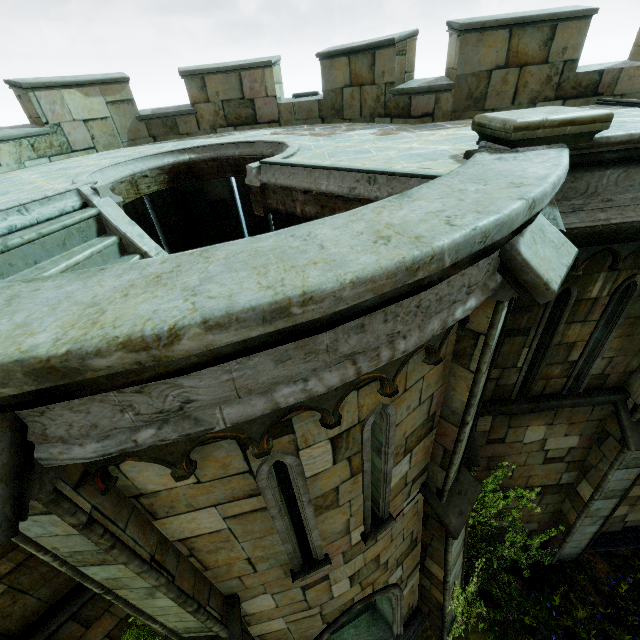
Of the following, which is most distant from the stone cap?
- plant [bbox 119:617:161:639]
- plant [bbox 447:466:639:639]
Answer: plant [bbox 119:617:161:639]

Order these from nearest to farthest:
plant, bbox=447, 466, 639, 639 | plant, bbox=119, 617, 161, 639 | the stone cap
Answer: the stone cap, plant, bbox=119, 617, 161, 639, plant, bbox=447, 466, 639, 639

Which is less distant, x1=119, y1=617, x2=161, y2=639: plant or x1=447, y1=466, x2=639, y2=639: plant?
x1=119, y1=617, x2=161, y2=639: plant

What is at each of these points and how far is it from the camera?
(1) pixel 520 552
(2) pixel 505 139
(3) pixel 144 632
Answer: (1) plant, 8.5m
(2) stone cap, 3.3m
(3) plant, 5.3m

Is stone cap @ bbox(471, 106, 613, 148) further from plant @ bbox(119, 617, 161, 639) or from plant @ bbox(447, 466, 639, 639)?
plant @ bbox(119, 617, 161, 639)

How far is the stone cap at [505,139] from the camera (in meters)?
3.12

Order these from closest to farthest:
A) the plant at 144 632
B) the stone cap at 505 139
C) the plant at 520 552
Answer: the stone cap at 505 139
the plant at 144 632
the plant at 520 552
